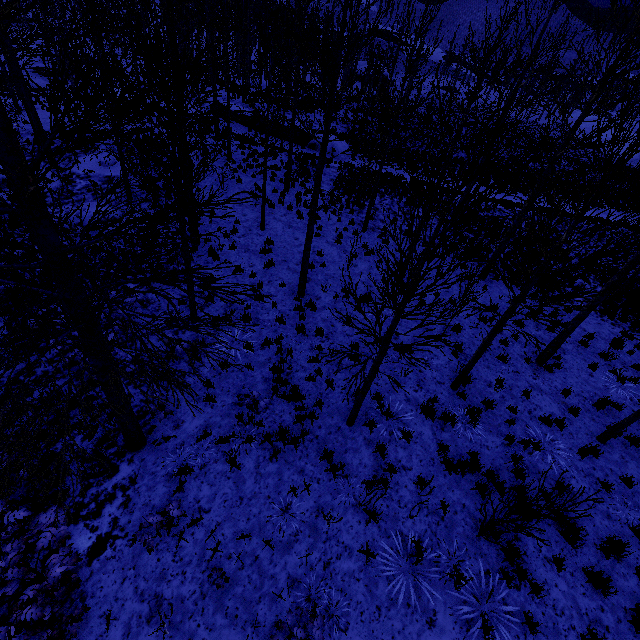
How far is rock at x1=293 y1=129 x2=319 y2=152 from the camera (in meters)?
25.89

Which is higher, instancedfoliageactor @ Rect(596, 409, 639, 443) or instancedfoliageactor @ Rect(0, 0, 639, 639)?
instancedfoliageactor @ Rect(0, 0, 639, 639)

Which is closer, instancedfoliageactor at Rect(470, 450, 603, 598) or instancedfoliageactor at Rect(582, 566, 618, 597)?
instancedfoliageactor at Rect(470, 450, 603, 598)

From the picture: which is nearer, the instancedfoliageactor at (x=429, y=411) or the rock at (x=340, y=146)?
the instancedfoliageactor at (x=429, y=411)

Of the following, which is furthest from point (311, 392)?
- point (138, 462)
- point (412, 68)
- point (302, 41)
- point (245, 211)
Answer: point (412, 68)

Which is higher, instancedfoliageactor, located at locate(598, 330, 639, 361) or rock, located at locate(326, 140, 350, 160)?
rock, located at locate(326, 140, 350, 160)

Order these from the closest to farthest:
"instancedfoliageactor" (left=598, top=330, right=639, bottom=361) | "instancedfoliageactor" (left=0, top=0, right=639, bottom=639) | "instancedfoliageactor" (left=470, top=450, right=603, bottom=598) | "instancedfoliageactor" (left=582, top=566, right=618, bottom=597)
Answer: "instancedfoliageactor" (left=0, top=0, right=639, bottom=639), "instancedfoliageactor" (left=470, top=450, right=603, bottom=598), "instancedfoliageactor" (left=582, top=566, right=618, bottom=597), "instancedfoliageactor" (left=598, top=330, right=639, bottom=361)

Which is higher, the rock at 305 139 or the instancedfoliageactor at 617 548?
the instancedfoliageactor at 617 548
